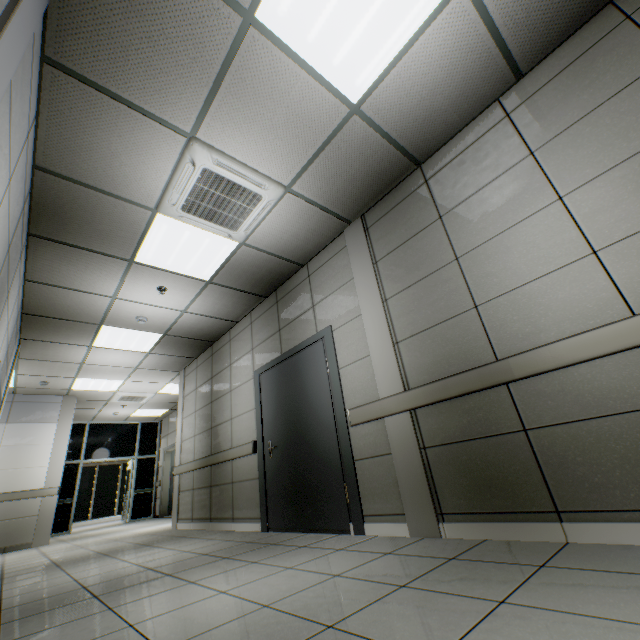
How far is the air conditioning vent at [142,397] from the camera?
8.7 meters

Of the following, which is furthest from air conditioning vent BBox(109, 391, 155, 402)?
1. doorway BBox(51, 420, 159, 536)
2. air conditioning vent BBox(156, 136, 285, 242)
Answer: air conditioning vent BBox(156, 136, 285, 242)

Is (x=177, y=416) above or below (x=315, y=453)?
above

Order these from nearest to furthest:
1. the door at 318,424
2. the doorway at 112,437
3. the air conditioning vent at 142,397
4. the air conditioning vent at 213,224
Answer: the air conditioning vent at 213,224
the door at 318,424
the air conditioning vent at 142,397
the doorway at 112,437

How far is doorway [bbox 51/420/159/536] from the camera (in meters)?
9.93

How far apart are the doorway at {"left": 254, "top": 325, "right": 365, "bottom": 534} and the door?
0.0 meters

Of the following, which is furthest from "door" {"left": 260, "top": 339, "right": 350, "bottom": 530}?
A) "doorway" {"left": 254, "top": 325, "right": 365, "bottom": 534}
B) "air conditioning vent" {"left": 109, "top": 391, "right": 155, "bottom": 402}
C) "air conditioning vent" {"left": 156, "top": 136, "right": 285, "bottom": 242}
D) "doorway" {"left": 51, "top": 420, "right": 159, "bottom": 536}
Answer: "doorway" {"left": 51, "top": 420, "right": 159, "bottom": 536}

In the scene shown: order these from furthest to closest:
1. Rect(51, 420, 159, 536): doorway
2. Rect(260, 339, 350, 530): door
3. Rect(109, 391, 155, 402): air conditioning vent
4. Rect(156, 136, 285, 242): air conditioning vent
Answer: Rect(51, 420, 159, 536): doorway, Rect(109, 391, 155, 402): air conditioning vent, Rect(260, 339, 350, 530): door, Rect(156, 136, 285, 242): air conditioning vent
